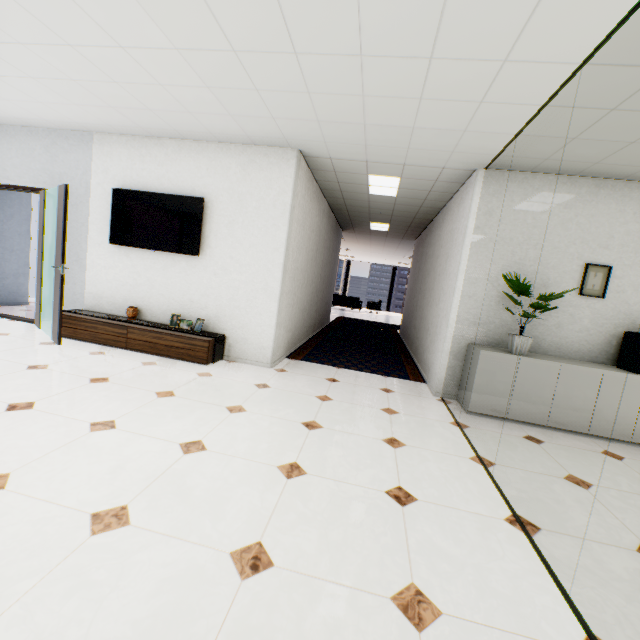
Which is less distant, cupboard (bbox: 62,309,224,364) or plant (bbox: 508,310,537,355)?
plant (bbox: 508,310,537,355)

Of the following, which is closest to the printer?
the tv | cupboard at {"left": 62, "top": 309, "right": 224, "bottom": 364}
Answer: cupboard at {"left": 62, "top": 309, "right": 224, "bottom": 364}

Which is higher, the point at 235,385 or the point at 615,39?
the point at 615,39

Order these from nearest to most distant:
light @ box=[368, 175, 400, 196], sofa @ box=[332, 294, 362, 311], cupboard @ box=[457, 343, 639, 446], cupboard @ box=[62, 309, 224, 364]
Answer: cupboard @ box=[457, 343, 639, 446] < cupboard @ box=[62, 309, 224, 364] < light @ box=[368, 175, 400, 196] < sofa @ box=[332, 294, 362, 311]

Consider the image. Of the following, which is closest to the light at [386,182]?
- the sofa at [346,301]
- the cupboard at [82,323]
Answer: the cupboard at [82,323]

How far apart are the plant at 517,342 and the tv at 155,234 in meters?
4.0

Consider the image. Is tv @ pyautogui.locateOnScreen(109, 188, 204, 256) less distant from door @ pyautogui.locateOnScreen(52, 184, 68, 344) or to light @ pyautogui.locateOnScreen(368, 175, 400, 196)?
door @ pyautogui.locateOnScreen(52, 184, 68, 344)
